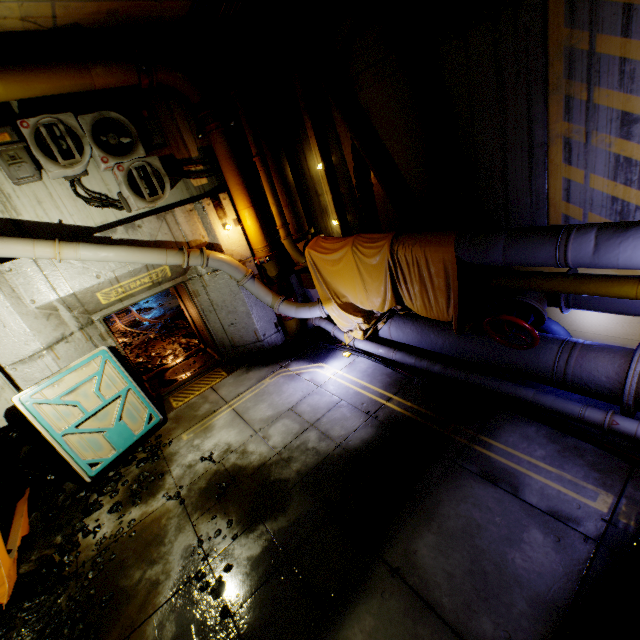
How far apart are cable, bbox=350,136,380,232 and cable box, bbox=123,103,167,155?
3.6m

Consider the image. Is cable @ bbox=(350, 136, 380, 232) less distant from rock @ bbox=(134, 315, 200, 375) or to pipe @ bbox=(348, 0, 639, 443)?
pipe @ bbox=(348, 0, 639, 443)

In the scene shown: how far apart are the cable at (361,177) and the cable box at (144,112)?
3.6m

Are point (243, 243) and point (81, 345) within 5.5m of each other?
yes

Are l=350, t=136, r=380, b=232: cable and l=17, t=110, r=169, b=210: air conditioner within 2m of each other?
no

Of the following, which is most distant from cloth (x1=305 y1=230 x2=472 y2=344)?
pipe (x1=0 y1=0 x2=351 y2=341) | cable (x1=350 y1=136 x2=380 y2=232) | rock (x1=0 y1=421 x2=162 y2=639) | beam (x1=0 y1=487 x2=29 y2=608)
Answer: beam (x1=0 y1=487 x2=29 y2=608)

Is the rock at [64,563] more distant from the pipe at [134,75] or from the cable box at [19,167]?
the cable box at [19,167]

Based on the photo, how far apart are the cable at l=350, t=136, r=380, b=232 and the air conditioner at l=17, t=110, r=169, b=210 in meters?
3.8
